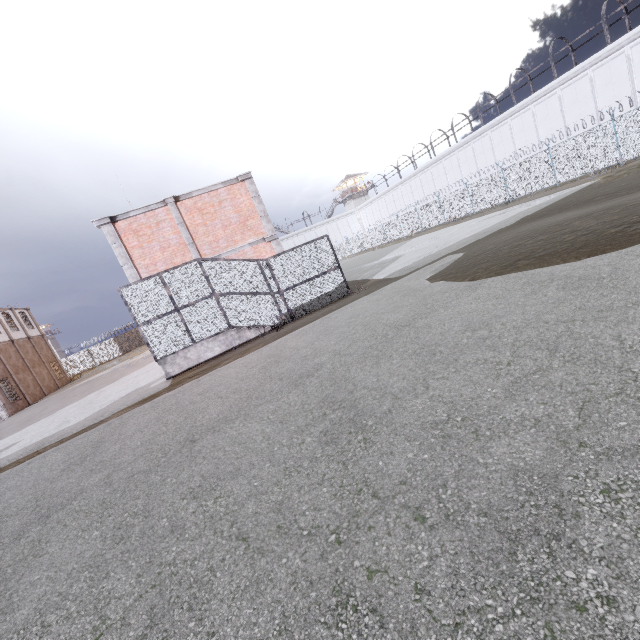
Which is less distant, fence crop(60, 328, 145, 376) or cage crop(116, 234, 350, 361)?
cage crop(116, 234, 350, 361)

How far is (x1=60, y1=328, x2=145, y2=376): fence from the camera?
44.62m

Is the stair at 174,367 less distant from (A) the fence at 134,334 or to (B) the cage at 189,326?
(B) the cage at 189,326

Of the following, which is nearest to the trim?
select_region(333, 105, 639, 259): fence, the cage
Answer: the cage

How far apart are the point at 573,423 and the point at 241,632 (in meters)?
2.94

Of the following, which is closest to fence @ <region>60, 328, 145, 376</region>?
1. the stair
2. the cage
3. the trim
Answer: the cage

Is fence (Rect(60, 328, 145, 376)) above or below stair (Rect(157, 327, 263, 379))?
above

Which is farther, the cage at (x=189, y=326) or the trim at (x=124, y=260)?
the trim at (x=124, y=260)
